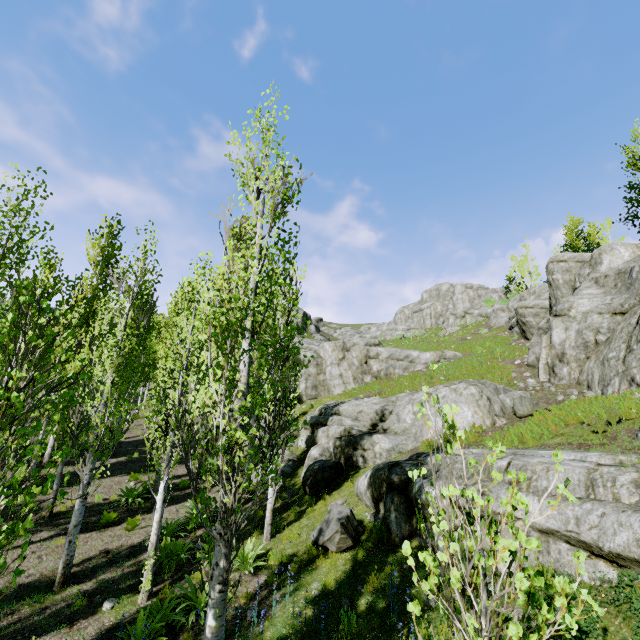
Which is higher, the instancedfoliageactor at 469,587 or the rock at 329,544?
the instancedfoliageactor at 469,587

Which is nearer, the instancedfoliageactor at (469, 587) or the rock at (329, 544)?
the instancedfoliageactor at (469, 587)

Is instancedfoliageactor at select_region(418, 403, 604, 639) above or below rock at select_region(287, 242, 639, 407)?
below

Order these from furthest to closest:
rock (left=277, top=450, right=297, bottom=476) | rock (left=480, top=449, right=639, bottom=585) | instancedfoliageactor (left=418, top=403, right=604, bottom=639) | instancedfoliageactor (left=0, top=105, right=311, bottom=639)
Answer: rock (left=277, top=450, right=297, bottom=476) < rock (left=480, top=449, right=639, bottom=585) < instancedfoliageactor (left=0, top=105, right=311, bottom=639) < instancedfoliageactor (left=418, top=403, right=604, bottom=639)

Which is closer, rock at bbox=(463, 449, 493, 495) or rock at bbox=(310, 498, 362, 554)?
rock at bbox=(463, 449, 493, 495)

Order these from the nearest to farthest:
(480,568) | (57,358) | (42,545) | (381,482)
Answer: (480,568) → (381,482) → (42,545) → (57,358)

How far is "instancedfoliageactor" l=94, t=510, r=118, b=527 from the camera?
11.4m

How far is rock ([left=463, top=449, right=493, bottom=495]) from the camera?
6.84m
